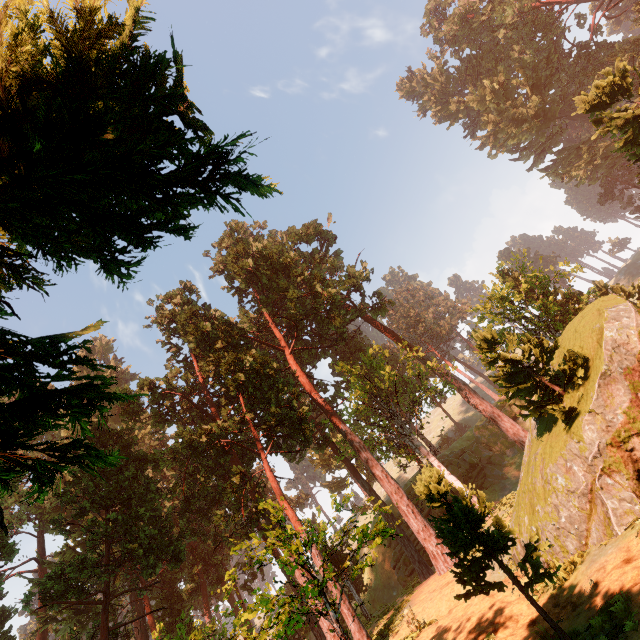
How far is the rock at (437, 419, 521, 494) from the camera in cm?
3700

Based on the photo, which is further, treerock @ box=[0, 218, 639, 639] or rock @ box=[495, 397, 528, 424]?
rock @ box=[495, 397, 528, 424]

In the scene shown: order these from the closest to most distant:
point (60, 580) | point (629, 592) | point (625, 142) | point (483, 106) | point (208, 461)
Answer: point (629, 592), point (625, 142), point (60, 580), point (208, 461), point (483, 106)

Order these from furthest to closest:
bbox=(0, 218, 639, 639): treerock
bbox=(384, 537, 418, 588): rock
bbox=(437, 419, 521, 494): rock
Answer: bbox=(437, 419, 521, 494): rock → bbox=(384, 537, 418, 588): rock → bbox=(0, 218, 639, 639): treerock

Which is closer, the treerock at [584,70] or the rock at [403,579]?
the treerock at [584,70]

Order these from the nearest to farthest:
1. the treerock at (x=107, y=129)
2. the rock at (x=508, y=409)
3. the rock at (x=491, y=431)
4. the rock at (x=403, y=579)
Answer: the treerock at (x=107, y=129)
the rock at (x=403, y=579)
the rock at (x=491, y=431)
the rock at (x=508, y=409)
